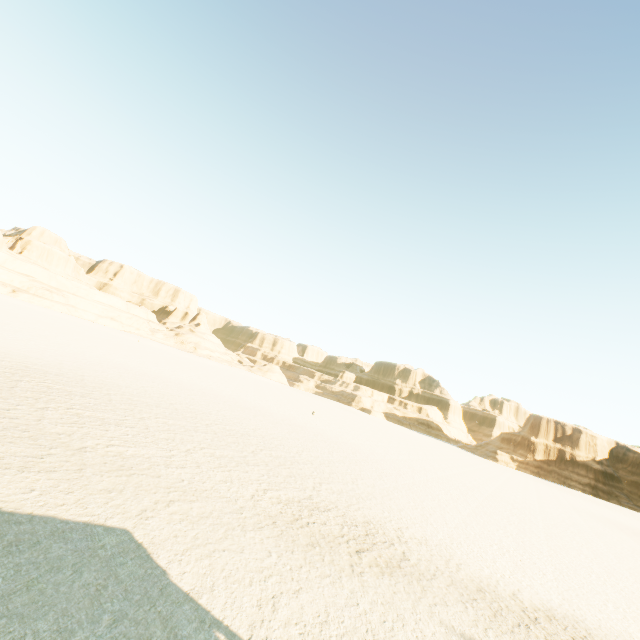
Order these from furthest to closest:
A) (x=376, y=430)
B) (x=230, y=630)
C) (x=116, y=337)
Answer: (x=116, y=337)
(x=376, y=430)
(x=230, y=630)
